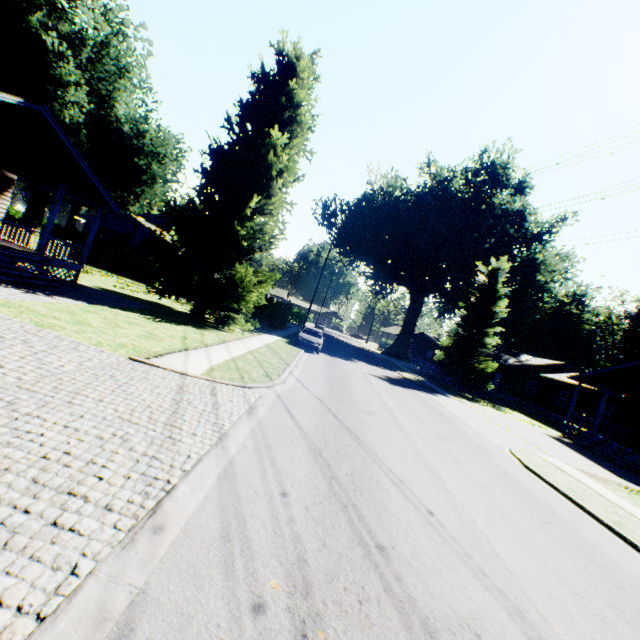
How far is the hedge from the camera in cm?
3394

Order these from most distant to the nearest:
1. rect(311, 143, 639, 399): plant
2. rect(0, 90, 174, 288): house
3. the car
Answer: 1. rect(311, 143, 639, 399): plant
2. the car
3. rect(0, 90, 174, 288): house

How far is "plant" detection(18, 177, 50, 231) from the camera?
28.7 meters

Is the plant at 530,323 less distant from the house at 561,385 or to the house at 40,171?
the house at 561,385

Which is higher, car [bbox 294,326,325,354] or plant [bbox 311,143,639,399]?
plant [bbox 311,143,639,399]

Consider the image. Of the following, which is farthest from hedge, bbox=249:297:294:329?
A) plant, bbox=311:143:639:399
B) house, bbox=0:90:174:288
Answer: plant, bbox=311:143:639:399

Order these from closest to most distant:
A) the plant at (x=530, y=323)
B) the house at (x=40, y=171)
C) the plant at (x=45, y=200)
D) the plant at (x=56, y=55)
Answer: the house at (x=40, y=171) → the plant at (x=56, y=55) → the plant at (x=45, y=200) → the plant at (x=530, y=323)

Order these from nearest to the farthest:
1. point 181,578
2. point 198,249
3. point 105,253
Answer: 1. point 181,578
2. point 198,249
3. point 105,253
